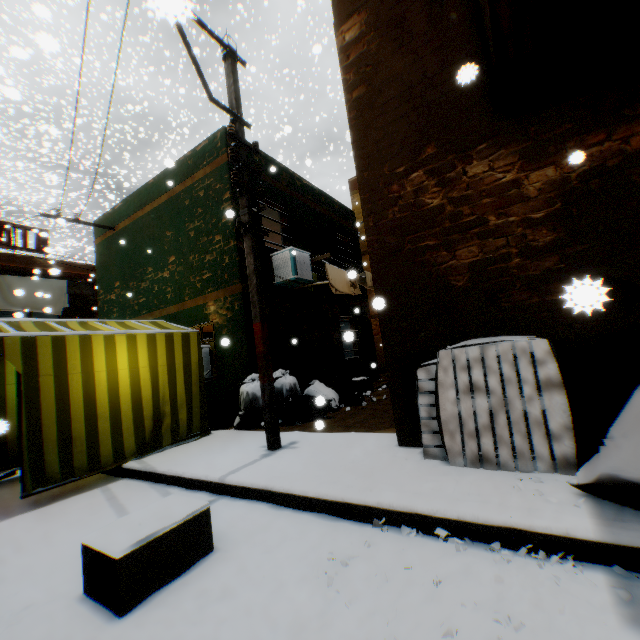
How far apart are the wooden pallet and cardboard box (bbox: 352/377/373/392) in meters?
5.6

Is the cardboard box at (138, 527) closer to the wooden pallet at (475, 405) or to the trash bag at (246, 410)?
the trash bag at (246, 410)

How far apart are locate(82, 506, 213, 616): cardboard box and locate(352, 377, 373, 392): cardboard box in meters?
7.0

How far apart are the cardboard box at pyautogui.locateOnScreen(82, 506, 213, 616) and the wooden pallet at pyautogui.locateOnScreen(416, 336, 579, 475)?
1.8m

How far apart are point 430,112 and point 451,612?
4.7m

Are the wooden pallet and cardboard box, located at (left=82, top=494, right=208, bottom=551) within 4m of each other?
yes

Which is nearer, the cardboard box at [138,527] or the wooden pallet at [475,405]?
the cardboard box at [138,527]

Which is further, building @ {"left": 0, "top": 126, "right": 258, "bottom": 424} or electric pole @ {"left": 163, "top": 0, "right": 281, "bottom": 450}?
building @ {"left": 0, "top": 126, "right": 258, "bottom": 424}
